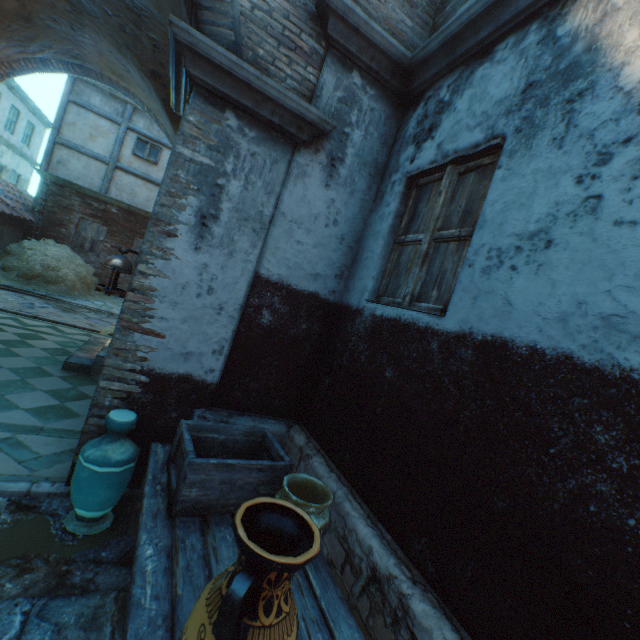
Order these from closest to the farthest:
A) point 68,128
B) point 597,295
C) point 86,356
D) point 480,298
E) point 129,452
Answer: point 597,295 < point 480,298 < point 129,452 < point 86,356 < point 68,128

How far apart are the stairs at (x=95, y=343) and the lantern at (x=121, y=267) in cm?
263

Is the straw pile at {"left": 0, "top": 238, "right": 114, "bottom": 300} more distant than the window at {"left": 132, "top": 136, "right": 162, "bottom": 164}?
No

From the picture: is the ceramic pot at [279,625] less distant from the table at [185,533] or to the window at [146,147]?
the table at [185,533]

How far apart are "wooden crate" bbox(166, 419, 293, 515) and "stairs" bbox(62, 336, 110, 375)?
3.6m

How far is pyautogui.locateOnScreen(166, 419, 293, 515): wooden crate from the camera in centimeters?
203cm

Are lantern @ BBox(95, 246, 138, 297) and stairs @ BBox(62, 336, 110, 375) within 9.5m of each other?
yes

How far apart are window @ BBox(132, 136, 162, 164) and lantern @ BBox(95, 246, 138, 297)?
12.9m
